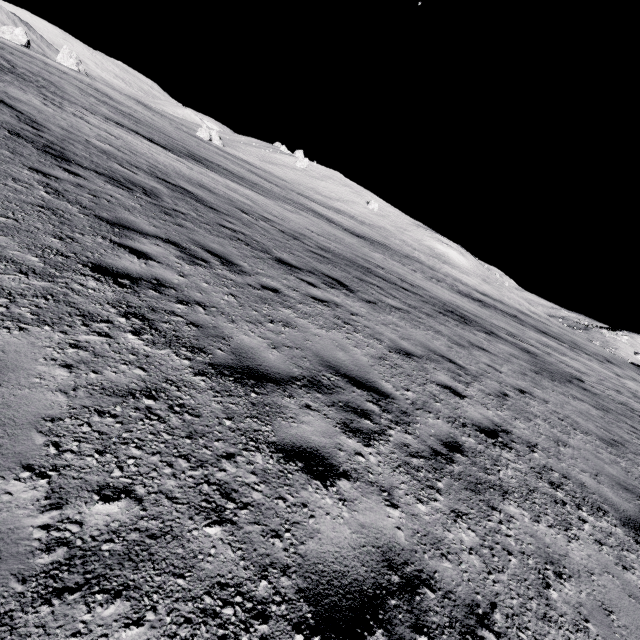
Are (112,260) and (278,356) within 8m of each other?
yes
